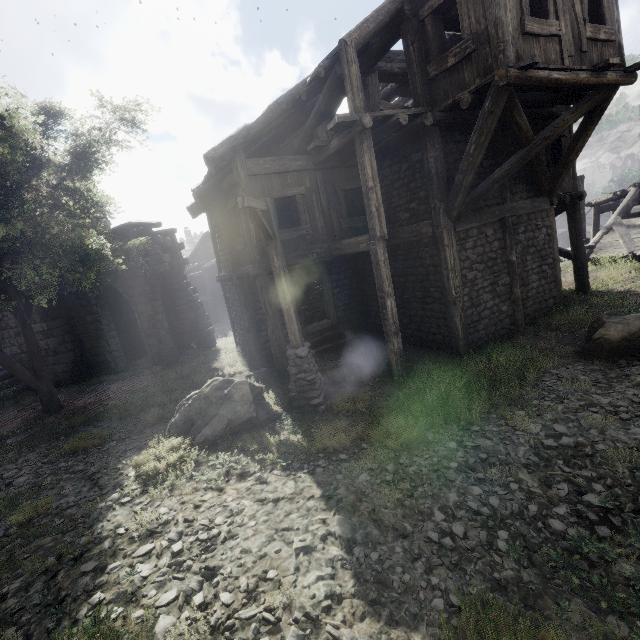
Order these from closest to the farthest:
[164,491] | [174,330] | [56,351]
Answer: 1. [164,491]
2. [56,351]
3. [174,330]

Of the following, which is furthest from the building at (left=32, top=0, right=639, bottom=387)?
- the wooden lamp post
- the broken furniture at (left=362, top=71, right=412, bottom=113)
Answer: the wooden lamp post

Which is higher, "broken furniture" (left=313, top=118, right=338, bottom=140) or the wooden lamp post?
"broken furniture" (left=313, top=118, right=338, bottom=140)

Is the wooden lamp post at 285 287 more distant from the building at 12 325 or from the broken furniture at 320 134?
the broken furniture at 320 134

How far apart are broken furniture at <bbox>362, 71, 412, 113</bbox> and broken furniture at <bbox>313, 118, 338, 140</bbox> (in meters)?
0.48

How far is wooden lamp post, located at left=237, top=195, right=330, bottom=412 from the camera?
6.8 meters
